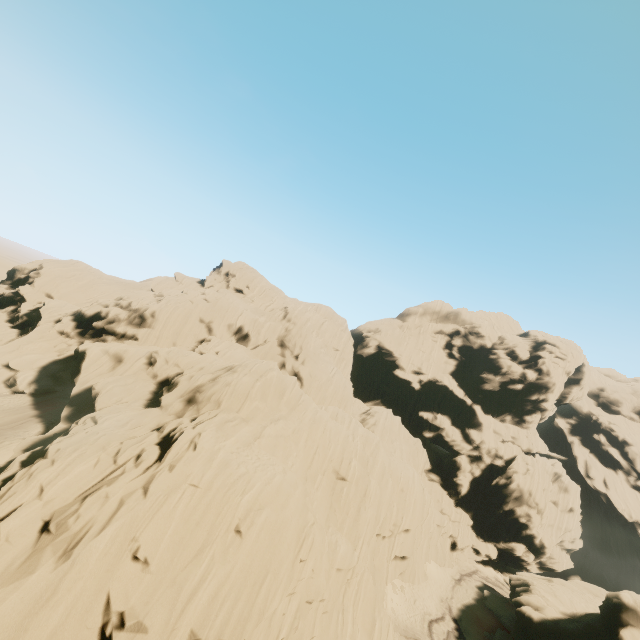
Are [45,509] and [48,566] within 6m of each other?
yes
